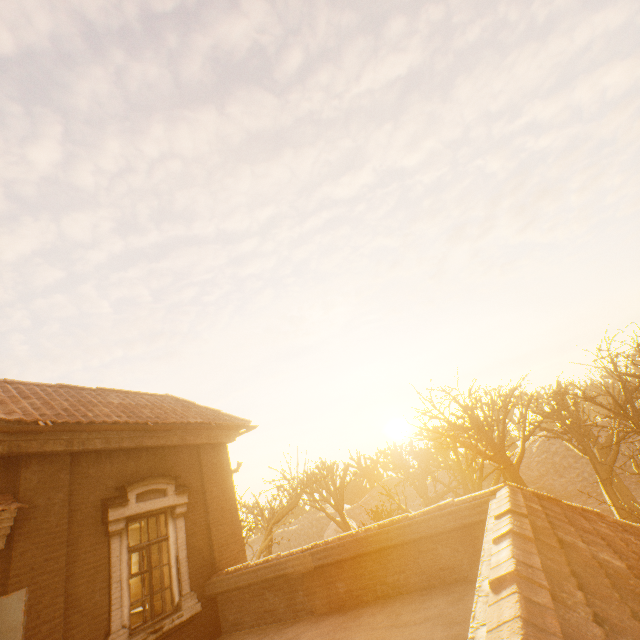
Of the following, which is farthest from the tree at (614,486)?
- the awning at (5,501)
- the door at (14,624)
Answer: the awning at (5,501)

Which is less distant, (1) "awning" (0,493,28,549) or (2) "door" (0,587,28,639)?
(2) "door" (0,587,28,639)

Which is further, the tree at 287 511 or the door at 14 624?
the tree at 287 511

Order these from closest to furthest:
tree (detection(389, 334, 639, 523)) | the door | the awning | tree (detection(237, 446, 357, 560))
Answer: the door, the awning, tree (detection(389, 334, 639, 523)), tree (detection(237, 446, 357, 560))

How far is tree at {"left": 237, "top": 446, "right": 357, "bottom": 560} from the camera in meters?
15.3

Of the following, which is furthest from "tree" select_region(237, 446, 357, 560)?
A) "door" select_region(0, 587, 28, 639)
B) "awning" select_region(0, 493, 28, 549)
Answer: "awning" select_region(0, 493, 28, 549)

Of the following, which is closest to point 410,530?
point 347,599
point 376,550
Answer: point 376,550

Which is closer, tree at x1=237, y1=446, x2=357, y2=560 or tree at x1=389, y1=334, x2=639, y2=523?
tree at x1=389, y1=334, x2=639, y2=523
